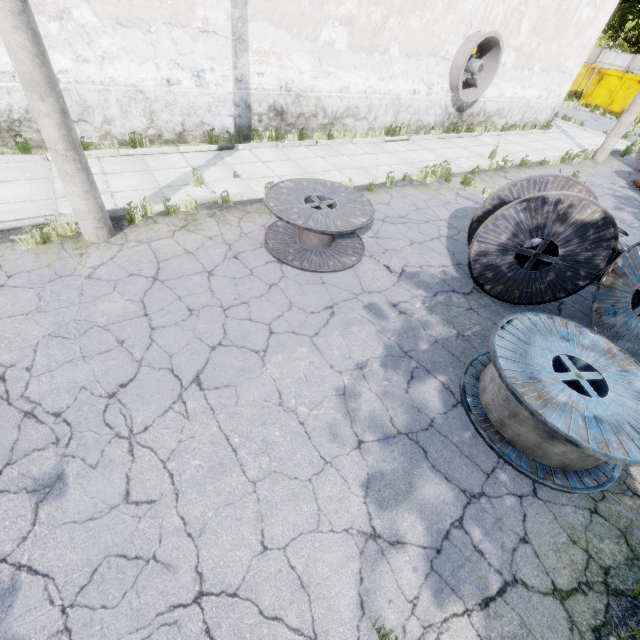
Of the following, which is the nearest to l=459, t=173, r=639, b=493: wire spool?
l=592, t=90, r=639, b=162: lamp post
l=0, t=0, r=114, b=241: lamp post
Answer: l=0, t=0, r=114, b=241: lamp post

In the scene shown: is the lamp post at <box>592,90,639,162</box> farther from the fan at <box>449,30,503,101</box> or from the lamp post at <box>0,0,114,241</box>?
the lamp post at <box>0,0,114,241</box>

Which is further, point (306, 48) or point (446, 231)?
Result: point (306, 48)

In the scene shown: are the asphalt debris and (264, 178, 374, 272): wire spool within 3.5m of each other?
yes

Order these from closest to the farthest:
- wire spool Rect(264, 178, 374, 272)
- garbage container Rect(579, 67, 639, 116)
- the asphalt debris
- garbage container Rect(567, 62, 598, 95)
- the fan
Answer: wire spool Rect(264, 178, 374, 272) → the asphalt debris → the fan → garbage container Rect(579, 67, 639, 116) → garbage container Rect(567, 62, 598, 95)

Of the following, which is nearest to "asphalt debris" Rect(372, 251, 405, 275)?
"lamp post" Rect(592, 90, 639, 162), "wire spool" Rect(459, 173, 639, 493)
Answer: "wire spool" Rect(459, 173, 639, 493)

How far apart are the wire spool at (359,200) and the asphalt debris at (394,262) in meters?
0.2 m

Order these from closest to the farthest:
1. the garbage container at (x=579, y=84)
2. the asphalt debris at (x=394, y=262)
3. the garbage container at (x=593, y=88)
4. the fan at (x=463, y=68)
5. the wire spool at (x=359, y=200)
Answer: the wire spool at (x=359, y=200) → the asphalt debris at (x=394, y=262) → the fan at (x=463, y=68) → the garbage container at (x=593, y=88) → the garbage container at (x=579, y=84)
